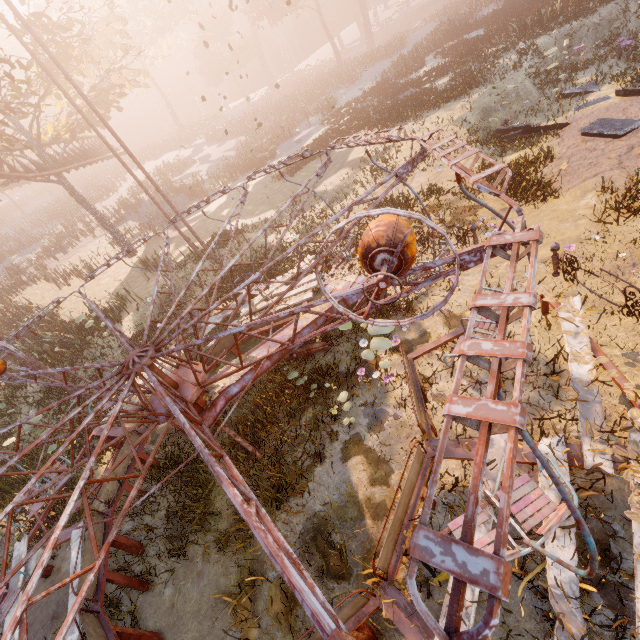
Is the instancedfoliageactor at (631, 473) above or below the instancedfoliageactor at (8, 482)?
above

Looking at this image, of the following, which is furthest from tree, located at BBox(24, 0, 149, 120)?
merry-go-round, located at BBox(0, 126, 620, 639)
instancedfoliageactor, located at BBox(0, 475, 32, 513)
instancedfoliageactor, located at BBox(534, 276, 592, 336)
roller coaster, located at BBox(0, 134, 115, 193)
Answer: instancedfoliageactor, located at BBox(534, 276, 592, 336)

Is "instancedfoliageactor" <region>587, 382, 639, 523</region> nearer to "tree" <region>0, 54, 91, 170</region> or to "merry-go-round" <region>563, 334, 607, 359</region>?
"merry-go-round" <region>563, 334, 607, 359</region>

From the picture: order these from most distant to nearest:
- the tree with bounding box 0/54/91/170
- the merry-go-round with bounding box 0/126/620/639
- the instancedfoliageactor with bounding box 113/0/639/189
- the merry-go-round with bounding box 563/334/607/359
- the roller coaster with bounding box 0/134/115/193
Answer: the roller coaster with bounding box 0/134/115/193 < the tree with bounding box 0/54/91/170 < the instancedfoliageactor with bounding box 113/0/639/189 < the merry-go-round with bounding box 563/334/607/359 < the merry-go-round with bounding box 0/126/620/639

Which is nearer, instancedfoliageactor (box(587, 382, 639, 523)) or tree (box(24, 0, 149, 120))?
instancedfoliageactor (box(587, 382, 639, 523))

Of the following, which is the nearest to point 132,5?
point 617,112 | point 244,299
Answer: point 617,112

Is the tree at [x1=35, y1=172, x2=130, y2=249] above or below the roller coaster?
below

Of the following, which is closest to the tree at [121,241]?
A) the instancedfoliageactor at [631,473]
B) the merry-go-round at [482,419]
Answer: the merry-go-round at [482,419]
